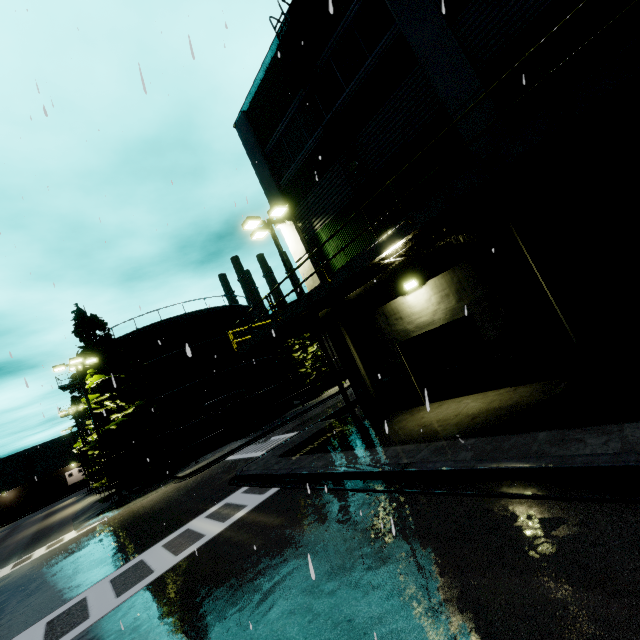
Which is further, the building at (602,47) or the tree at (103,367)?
the tree at (103,367)

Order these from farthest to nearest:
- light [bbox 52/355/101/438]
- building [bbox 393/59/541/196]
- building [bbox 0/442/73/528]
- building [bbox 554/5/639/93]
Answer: building [bbox 0/442/73/528] < light [bbox 52/355/101/438] < building [bbox 393/59/541/196] < building [bbox 554/5/639/93]

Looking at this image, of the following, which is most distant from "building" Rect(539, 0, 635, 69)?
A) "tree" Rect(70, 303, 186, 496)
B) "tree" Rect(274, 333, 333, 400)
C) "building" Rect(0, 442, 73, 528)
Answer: "building" Rect(0, 442, 73, 528)

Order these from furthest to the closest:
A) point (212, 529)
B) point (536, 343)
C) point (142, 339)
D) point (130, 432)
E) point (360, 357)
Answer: point (142, 339) → point (130, 432) → point (360, 357) → point (212, 529) → point (536, 343)

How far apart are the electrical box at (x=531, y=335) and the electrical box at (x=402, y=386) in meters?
4.1

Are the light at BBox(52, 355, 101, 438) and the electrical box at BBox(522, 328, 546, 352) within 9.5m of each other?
no

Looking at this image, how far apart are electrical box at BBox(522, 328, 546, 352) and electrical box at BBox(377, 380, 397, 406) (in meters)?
4.12
